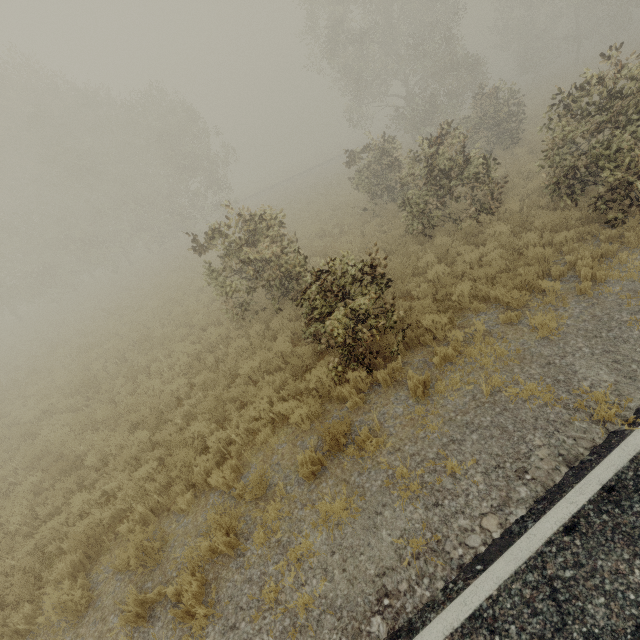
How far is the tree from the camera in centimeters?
454cm

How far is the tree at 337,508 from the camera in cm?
454

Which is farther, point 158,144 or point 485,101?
point 158,144
